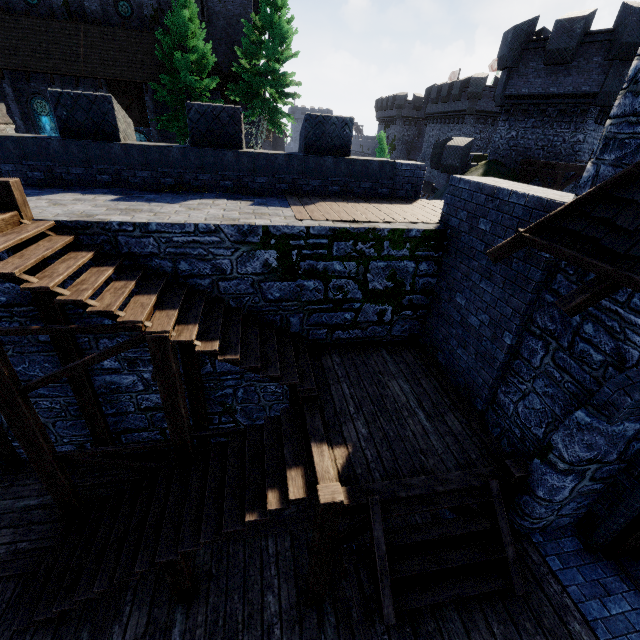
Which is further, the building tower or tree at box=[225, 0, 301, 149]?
tree at box=[225, 0, 301, 149]

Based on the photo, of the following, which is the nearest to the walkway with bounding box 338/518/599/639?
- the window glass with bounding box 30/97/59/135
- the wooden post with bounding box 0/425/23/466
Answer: the wooden post with bounding box 0/425/23/466

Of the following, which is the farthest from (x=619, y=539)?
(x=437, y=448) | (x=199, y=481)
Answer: (x=199, y=481)

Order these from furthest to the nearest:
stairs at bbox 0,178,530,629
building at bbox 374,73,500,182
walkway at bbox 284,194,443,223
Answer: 1. building at bbox 374,73,500,182
2. walkway at bbox 284,194,443,223
3. stairs at bbox 0,178,530,629

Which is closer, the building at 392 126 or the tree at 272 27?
the tree at 272 27

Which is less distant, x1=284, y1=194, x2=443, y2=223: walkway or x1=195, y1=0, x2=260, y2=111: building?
x1=284, y1=194, x2=443, y2=223: walkway

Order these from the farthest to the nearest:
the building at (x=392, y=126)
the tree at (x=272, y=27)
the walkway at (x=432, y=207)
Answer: the building at (x=392, y=126), the tree at (x=272, y=27), the walkway at (x=432, y=207)

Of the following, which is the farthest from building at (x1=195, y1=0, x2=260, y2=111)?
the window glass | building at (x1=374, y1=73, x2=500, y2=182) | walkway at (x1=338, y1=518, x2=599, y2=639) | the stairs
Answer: walkway at (x1=338, y1=518, x2=599, y2=639)
